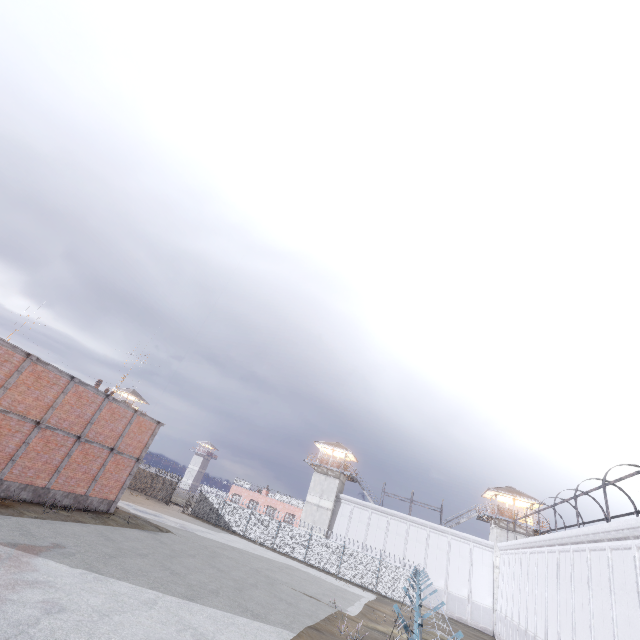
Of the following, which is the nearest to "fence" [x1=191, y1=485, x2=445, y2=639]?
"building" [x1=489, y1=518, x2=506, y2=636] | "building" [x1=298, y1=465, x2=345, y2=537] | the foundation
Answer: "building" [x1=298, y1=465, x2=345, y2=537]

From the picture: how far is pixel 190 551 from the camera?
21.6m

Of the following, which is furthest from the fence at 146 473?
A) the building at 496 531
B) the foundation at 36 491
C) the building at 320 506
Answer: the foundation at 36 491

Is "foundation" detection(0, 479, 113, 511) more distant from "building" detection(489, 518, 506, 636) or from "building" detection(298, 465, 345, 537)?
"building" detection(489, 518, 506, 636)

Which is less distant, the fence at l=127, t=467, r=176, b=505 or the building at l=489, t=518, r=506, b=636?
the building at l=489, t=518, r=506, b=636

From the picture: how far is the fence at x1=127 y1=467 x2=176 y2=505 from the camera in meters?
43.5 m
